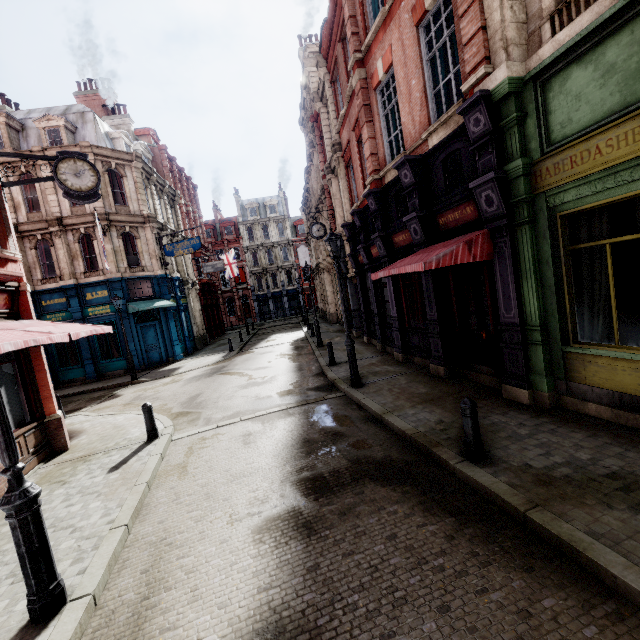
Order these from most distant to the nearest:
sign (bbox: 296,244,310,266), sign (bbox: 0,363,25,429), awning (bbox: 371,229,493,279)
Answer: sign (bbox: 296,244,310,266) < sign (bbox: 0,363,25,429) < awning (bbox: 371,229,493,279)

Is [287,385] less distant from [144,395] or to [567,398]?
[144,395]

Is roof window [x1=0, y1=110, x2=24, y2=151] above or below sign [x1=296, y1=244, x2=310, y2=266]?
above

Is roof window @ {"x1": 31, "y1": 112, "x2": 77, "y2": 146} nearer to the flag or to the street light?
the flag

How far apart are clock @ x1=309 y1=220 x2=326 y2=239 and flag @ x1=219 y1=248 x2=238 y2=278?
19.30m

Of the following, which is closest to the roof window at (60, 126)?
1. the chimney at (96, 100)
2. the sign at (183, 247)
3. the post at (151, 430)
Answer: the sign at (183, 247)

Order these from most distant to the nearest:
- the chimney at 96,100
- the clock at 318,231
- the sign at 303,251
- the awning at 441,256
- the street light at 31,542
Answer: the sign at 303,251
the chimney at 96,100
the clock at 318,231
the awning at 441,256
the street light at 31,542

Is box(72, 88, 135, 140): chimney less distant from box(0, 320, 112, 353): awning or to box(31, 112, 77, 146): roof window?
box(31, 112, 77, 146): roof window
